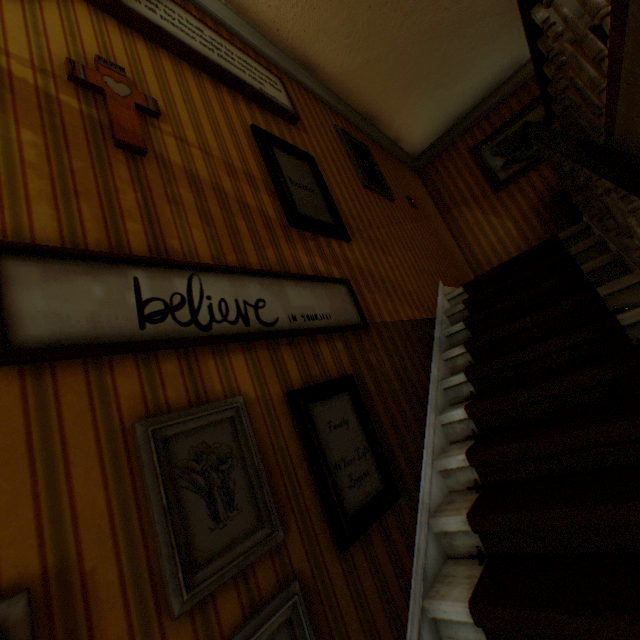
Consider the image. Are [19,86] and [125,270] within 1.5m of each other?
yes

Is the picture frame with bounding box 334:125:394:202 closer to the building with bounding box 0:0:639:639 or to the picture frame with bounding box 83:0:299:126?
the building with bounding box 0:0:639:639

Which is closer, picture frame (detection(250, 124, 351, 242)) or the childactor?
picture frame (detection(250, 124, 351, 242))

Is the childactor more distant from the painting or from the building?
the painting

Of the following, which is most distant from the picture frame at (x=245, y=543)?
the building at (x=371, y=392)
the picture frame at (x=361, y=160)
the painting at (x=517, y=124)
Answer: the painting at (x=517, y=124)

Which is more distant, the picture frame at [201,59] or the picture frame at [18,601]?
the picture frame at [201,59]

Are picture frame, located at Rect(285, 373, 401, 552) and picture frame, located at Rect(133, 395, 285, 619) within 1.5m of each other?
yes

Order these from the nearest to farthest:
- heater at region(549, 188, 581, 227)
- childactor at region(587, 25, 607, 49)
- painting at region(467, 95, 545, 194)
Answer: childactor at region(587, 25, 607, 49)
heater at region(549, 188, 581, 227)
painting at region(467, 95, 545, 194)
